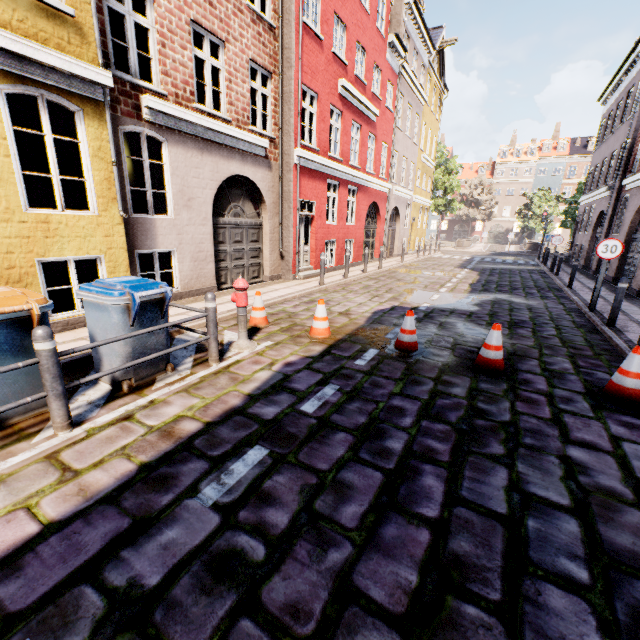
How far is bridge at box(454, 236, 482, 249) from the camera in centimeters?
3594cm

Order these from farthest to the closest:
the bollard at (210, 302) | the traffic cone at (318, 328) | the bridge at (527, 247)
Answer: the bridge at (527, 247)
the traffic cone at (318, 328)
the bollard at (210, 302)

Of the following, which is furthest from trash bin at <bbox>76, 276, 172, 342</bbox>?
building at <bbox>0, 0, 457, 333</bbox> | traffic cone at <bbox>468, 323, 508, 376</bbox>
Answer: traffic cone at <bbox>468, 323, 508, 376</bbox>

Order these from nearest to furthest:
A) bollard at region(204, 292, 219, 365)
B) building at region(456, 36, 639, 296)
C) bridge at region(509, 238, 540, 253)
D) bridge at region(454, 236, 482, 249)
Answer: bollard at region(204, 292, 219, 365) → building at region(456, 36, 639, 296) → bridge at region(509, 238, 540, 253) → bridge at region(454, 236, 482, 249)

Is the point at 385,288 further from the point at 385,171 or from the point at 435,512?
the point at 385,171

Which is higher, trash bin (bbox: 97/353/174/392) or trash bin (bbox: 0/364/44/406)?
trash bin (bbox: 0/364/44/406)

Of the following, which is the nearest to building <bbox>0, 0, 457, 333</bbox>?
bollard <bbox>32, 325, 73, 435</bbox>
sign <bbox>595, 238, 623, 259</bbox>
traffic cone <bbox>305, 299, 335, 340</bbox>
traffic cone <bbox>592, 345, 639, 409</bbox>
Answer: sign <bbox>595, 238, 623, 259</bbox>

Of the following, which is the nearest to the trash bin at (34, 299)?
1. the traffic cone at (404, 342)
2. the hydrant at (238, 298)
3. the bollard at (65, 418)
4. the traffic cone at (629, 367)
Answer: the bollard at (65, 418)
